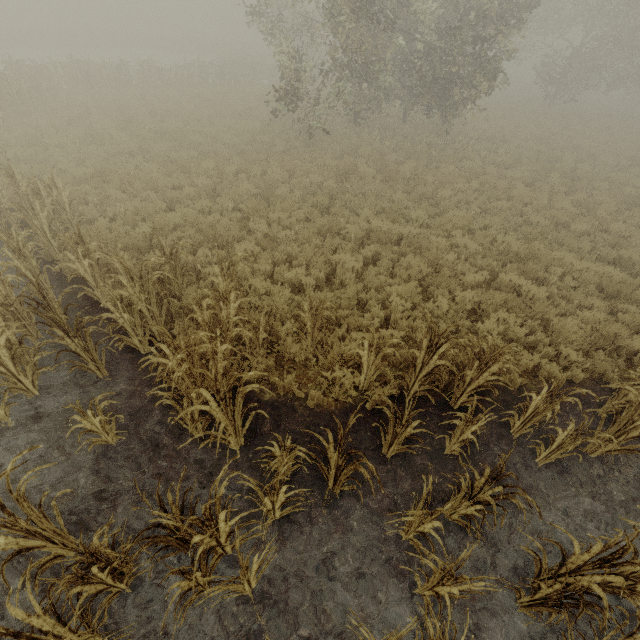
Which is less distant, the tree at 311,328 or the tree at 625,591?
the tree at 625,591

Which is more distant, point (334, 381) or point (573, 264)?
point (573, 264)

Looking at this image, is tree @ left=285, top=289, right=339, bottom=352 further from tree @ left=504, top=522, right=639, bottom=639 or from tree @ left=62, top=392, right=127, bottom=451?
tree @ left=504, top=522, right=639, bottom=639

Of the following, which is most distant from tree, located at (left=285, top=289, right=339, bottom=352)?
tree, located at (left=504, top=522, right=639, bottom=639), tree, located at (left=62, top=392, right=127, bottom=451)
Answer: tree, located at (left=504, top=522, right=639, bottom=639)

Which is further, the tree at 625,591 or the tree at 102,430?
the tree at 102,430

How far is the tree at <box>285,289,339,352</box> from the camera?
5.60m
